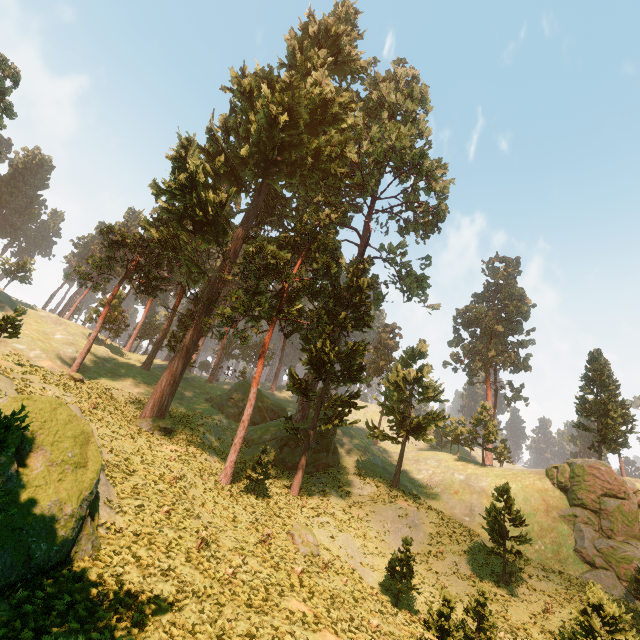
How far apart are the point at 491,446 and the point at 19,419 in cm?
6032

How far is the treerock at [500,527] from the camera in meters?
21.7 m

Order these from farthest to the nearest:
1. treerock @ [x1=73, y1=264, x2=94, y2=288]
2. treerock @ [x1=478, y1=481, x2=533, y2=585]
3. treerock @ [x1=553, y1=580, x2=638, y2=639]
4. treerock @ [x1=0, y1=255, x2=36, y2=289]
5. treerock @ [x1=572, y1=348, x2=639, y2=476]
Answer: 1. treerock @ [x1=0, y1=255, x2=36, y2=289]
2. treerock @ [x1=572, y1=348, x2=639, y2=476]
3. treerock @ [x1=73, y1=264, x2=94, y2=288]
4. treerock @ [x1=478, y1=481, x2=533, y2=585]
5. treerock @ [x1=553, y1=580, x2=638, y2=639]

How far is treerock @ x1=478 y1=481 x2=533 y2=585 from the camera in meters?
21.7 m

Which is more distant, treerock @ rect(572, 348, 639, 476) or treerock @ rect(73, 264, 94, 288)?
treerock @ rect(572, 348, 639, 476)

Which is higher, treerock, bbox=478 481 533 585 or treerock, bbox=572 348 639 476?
treerock, bbox=572 348 639 476
